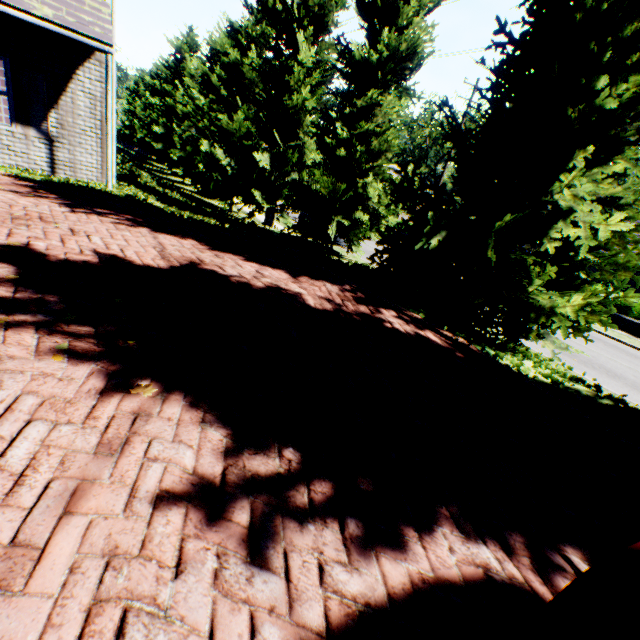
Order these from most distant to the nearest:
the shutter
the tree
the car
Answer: the shutter
the tree
the car

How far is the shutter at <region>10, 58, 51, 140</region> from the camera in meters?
7.9 m

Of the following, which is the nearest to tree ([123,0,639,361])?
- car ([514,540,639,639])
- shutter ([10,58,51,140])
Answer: car ([514,540,639,639])

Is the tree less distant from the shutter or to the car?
the car

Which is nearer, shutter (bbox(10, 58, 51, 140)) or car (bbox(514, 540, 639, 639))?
car (bbox(514, 540, 639, 639))

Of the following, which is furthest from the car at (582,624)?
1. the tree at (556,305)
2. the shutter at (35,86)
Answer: the shutter at (35,86)

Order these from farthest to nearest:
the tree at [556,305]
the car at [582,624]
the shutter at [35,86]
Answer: the shutter at [35,86] < the tree at [556,305] < the car at [582,624]

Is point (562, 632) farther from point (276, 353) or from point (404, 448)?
point (276, 353)
